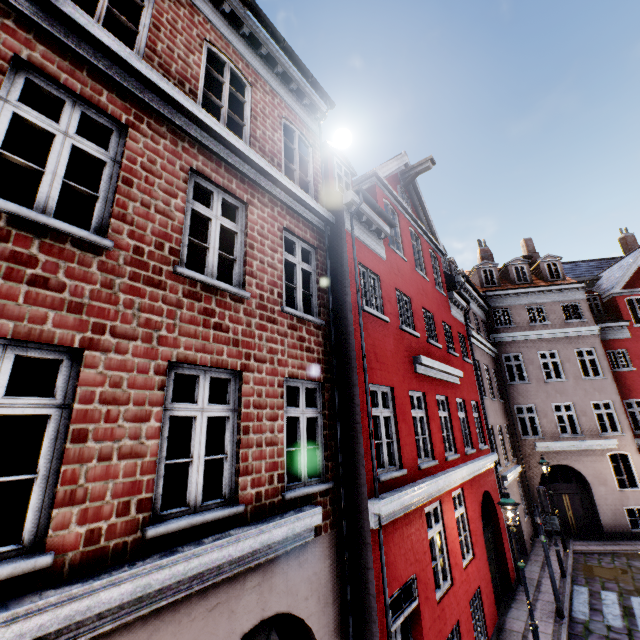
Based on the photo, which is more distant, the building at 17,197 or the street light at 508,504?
the street light at 508,504

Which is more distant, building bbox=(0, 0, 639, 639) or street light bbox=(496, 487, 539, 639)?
street light bbox=(496, 487, 539, 639)

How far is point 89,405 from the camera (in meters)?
3.15
